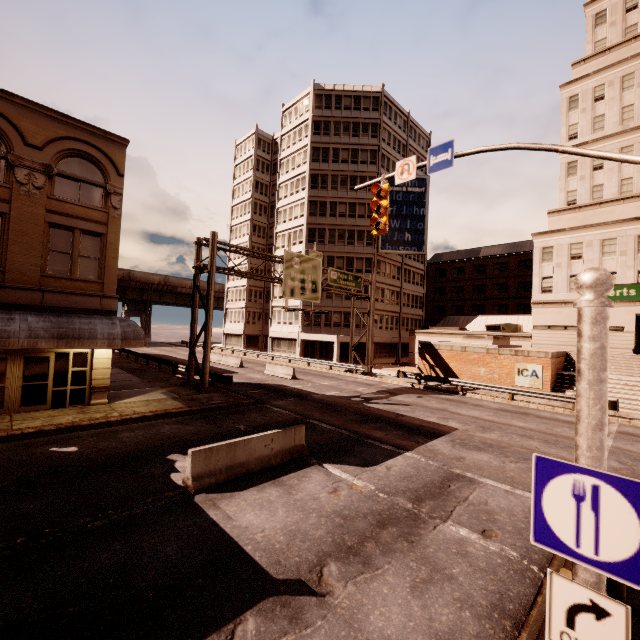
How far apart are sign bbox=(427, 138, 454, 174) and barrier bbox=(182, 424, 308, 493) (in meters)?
9.04

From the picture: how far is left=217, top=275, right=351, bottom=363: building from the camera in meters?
43.2

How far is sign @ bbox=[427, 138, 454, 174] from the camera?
9.16m

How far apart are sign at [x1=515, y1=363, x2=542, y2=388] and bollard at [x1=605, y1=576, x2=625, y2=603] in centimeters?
2135cm

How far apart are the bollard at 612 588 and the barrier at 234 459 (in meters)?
7.59

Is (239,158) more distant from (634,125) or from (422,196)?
(634,125)

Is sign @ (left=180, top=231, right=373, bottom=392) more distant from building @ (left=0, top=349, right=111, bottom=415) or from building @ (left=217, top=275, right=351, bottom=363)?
building @ (left=0, top=349, right=111, bottom=415)

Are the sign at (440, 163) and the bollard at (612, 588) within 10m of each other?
yes
